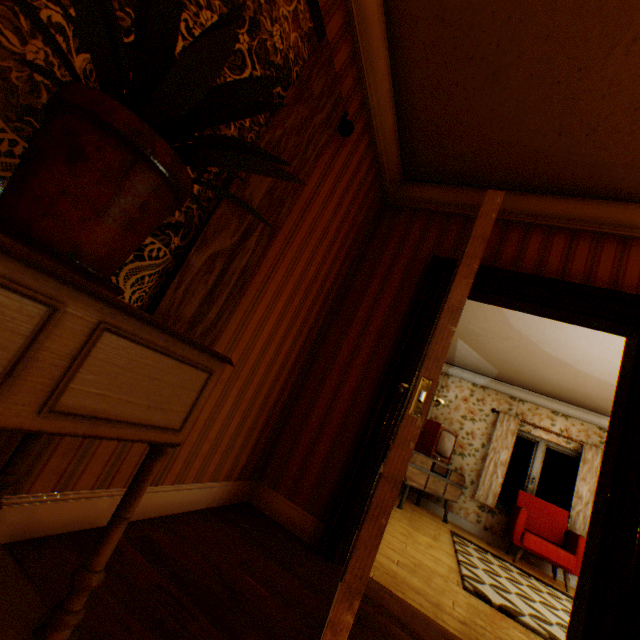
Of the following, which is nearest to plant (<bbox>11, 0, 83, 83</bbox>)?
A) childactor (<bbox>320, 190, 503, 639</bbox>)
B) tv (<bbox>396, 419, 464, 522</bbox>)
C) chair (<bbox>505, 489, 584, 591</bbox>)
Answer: childactor (<bbox>320, 190, 503, 639</bbox>)

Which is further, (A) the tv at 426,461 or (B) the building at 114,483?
(A) the tv at 426,461

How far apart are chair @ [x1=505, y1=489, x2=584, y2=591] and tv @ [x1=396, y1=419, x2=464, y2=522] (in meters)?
0.87

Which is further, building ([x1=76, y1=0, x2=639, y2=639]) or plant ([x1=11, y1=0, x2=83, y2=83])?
building ([x1=76, y1=0, x2=639, y2=639])

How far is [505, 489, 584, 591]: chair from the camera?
5.2 meters

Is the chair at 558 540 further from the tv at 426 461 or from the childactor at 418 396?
the childactor at 418 396

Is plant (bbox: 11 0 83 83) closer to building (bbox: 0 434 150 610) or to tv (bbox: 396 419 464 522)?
building (bbox: 0 434 150 610)

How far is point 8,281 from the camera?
0.4 meters
